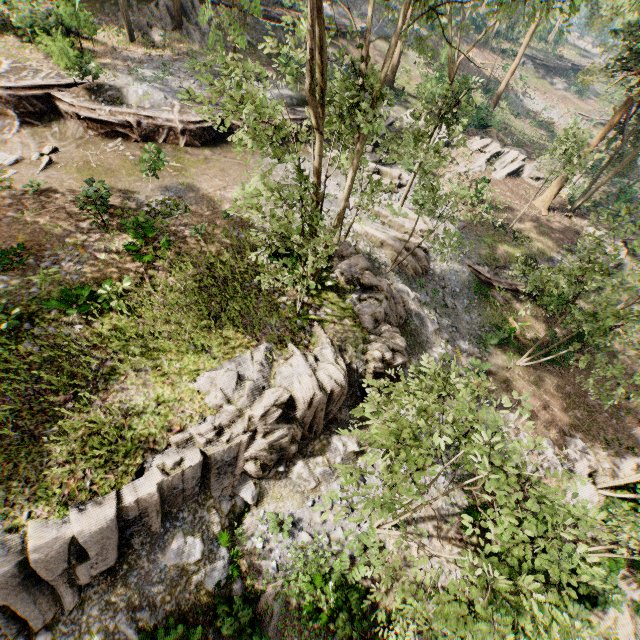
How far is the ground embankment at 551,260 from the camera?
22.7m

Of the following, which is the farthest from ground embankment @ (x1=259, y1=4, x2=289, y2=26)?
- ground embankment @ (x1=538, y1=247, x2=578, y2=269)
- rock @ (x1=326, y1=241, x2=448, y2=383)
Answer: ground embankment @ (x1=538, y1=247, x2=578, y2=269)

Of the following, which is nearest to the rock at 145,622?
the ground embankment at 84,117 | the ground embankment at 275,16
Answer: the ground embankment at 84,117

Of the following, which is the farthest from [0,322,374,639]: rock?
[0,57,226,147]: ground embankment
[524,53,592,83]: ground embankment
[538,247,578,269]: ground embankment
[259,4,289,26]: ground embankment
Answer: [524,53,592,83]: ground embankment

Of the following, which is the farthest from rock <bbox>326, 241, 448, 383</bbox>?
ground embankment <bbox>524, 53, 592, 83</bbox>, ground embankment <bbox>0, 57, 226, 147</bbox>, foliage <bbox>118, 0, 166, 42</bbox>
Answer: ground embankment <bbox>524, 53, 592, 83</bbox>

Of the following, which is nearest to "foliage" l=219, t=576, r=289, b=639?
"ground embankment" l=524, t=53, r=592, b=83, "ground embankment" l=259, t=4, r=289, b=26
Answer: "ground embankment" l=259, t=4, r=289, b=26

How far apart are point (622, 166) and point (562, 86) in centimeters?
3972cm

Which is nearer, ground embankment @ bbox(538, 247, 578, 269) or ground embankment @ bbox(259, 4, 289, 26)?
ground embankment @ bbox(538, 247, 578, 269)
